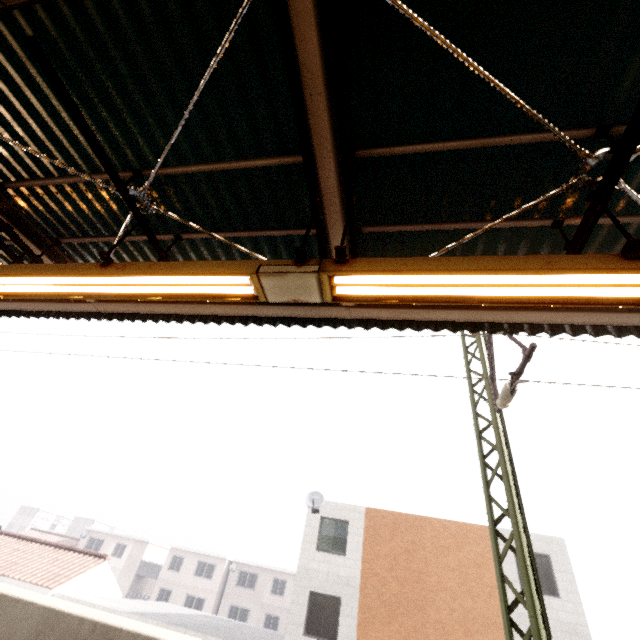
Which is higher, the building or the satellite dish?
the satellite dish

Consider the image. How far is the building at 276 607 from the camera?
34.12m

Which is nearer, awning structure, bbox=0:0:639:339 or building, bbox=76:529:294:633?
awning structure, bbox=0:0:639:339

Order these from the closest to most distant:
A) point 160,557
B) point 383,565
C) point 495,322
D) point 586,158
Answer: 1. point 586,158
2. point 495,322
3. point 383,565
4. point 160,557

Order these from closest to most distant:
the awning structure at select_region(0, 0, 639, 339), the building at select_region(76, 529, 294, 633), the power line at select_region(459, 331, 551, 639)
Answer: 1. the awning structure at select_region(0, 0, 639, 339)
2. the power line at select_region(459, 331, 551, 639)
3. the building at select_region(76, 529, 294, 633)

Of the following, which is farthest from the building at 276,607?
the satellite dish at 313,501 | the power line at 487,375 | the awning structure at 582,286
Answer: the power line at 487,375

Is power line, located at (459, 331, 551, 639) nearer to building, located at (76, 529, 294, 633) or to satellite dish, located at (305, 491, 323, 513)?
satellite dish, located at (305, 491, 323, 513)
